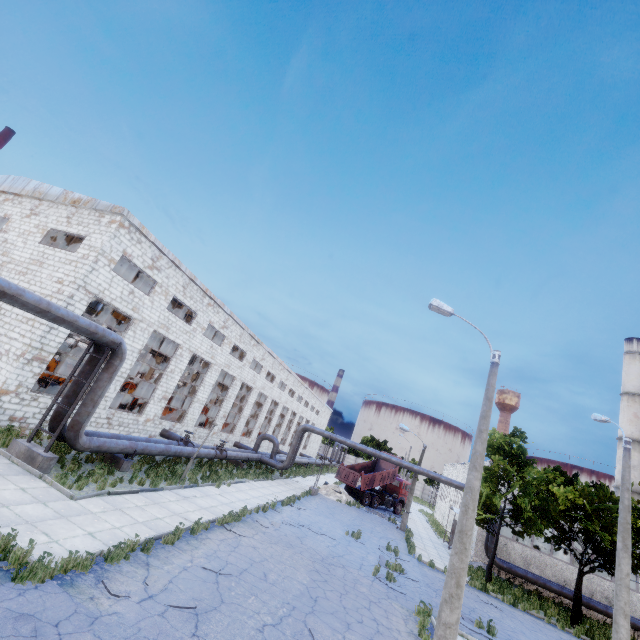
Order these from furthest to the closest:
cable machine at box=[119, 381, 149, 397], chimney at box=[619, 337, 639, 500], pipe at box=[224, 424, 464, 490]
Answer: chimney at box=[619, 337, 639, 500]
cable machine at box=[119, 381, 149, 397]
pipe at box=[224, 424, 464, 490]

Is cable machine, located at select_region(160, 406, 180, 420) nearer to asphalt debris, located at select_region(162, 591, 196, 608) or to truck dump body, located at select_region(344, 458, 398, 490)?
truck dump body, located at select_region(344, 458, 398, 490)

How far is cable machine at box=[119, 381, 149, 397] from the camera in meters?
35.2 m

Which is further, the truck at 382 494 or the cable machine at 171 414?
the truck at 382 494

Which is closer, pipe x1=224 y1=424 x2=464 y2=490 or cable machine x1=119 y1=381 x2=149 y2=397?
pipe x1=224 y1=424 x2=464 y2=490

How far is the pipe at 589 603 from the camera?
21.2 meters

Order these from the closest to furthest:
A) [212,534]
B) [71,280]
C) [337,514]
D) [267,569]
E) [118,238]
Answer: [267,569], [212,534], [71,280], [118,238], [337,514]

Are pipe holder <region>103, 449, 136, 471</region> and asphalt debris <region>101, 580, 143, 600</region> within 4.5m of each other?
no
